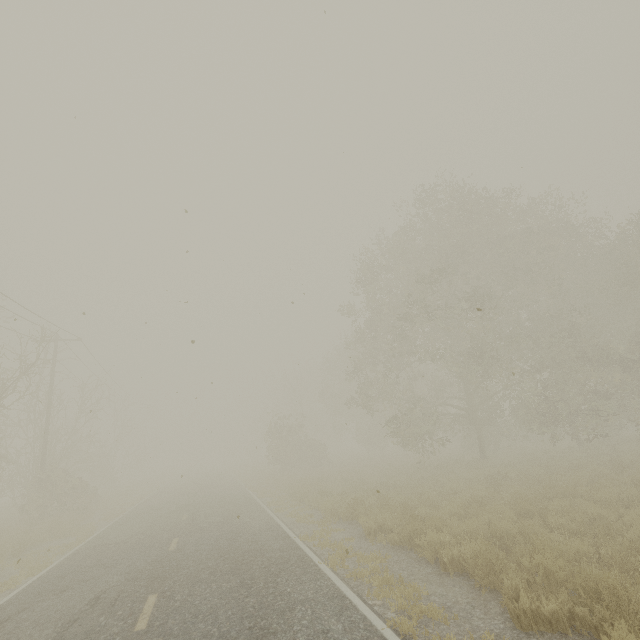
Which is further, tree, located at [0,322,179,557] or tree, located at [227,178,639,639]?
tree, located at [0,322,179,557]

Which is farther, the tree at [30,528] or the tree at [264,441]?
the tree at [30,528]

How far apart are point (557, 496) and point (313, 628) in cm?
1021
